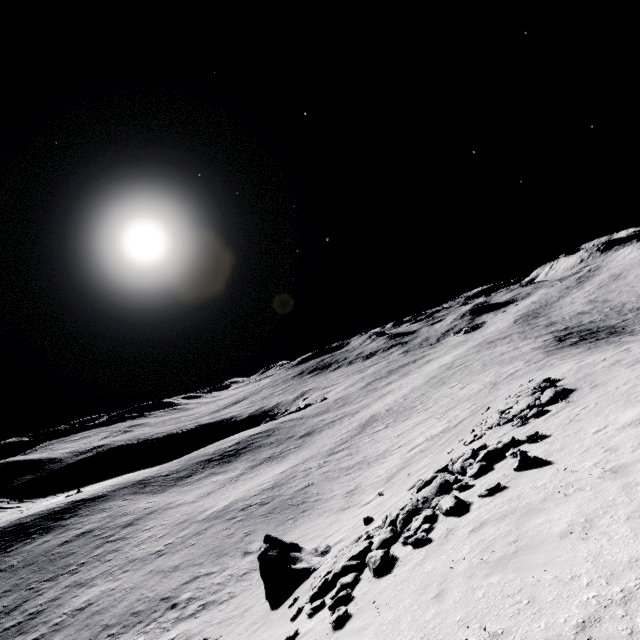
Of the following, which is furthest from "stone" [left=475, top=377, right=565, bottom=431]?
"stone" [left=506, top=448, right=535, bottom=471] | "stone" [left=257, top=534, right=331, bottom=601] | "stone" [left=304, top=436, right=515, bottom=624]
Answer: "stone" [left=257, top=534, right=331, bottom=601]

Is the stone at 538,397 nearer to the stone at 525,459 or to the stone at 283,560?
the stone at 525,459

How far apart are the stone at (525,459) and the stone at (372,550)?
3.0m

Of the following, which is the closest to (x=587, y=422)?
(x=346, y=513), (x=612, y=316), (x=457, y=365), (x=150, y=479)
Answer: (x=346, y=513)

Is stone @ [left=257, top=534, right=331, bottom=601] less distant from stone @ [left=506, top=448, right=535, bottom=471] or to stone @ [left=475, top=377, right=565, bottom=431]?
stone @ [left=506, top=448, right=535, bottom=471]

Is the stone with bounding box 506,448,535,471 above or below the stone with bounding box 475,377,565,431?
above

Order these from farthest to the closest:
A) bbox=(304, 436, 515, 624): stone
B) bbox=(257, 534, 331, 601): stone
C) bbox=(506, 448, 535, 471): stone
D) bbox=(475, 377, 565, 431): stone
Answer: bbox=(475, 377, 565, 431): stone, bbox=(257, 534, 331, 601): stone, bbox=(506, 448, 535, 471): stone, bbox=(304, 436, 515, 624): stone

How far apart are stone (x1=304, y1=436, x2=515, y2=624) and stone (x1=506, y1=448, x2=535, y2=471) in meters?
3.0 m
